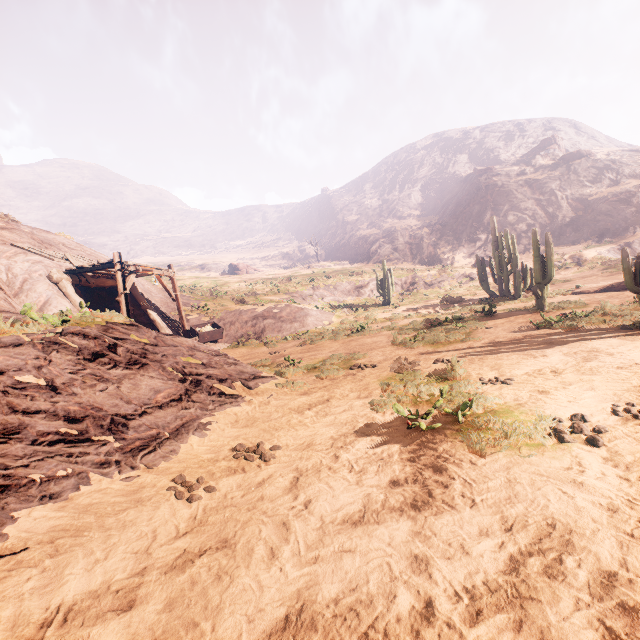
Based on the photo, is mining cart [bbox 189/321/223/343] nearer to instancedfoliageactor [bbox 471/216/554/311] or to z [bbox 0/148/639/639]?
z [bbox 0/148/639/639]

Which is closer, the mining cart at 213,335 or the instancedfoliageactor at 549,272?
the instancedfoliageactor at 549,272

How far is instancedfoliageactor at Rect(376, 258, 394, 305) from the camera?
28.0 meters

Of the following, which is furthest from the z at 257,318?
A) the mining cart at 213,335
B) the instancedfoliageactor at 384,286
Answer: the instancedfoliageactor at 384,286

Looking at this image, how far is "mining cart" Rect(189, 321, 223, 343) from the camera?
17.2m

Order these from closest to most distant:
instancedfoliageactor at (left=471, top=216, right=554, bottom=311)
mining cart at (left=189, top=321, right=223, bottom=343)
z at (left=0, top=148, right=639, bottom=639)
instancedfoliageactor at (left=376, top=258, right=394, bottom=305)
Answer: z at (left=0, top=148, right=639, bottom=639)
instancedfoliageactor at (left=471, top=216, right=554, bottom=311)
mining cart at (left=189, top=321, right=223, bottom=343)
instancedfoliageactor at (left=376, top=258, right=394, bottom=305)

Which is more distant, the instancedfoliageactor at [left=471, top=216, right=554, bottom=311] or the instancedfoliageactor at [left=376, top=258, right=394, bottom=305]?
the instancedfoliageactor at [left=376, top=258, right=394, bottom=305]

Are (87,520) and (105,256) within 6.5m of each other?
no
